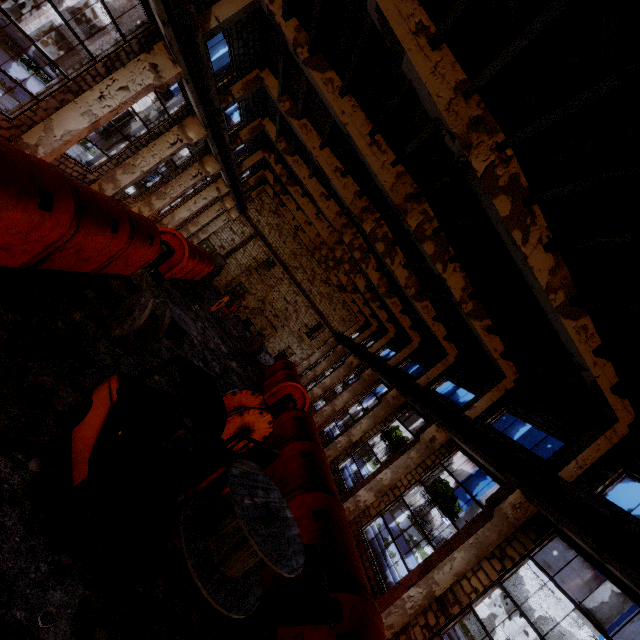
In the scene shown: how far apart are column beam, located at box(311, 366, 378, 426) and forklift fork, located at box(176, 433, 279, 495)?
17.2 meters

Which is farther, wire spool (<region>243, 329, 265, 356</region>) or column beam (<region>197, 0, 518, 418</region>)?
wire spool (<region>243, 329, 265, 356</region>)

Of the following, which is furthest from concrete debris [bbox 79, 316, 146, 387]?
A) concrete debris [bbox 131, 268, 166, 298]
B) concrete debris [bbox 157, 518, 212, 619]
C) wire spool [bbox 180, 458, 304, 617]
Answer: concrete debris [bbox 131, 268, 166, 298]

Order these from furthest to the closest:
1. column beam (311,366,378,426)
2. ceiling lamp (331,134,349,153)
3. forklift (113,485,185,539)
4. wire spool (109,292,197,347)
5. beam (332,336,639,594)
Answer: column beam (311,366,378,426) → ceiling lamp (331,134,349,153) → wire spool (109,292,197,347) → beam (332,336,639,594) → forklift (113,485,185,539)

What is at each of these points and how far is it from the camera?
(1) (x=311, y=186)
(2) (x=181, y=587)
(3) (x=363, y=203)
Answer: (1) column beam, 20.4m
(2) concrete debris, 5.5m
(3) column beam, 16.5m

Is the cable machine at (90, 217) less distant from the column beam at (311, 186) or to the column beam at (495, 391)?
the column beam at (495, 391)

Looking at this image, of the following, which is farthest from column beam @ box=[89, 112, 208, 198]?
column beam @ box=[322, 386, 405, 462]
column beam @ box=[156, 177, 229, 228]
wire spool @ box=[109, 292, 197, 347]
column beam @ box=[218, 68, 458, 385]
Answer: column beam @ box=[322, 386, 405, 462]

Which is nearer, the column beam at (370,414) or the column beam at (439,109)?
the column beam at (439,109)
